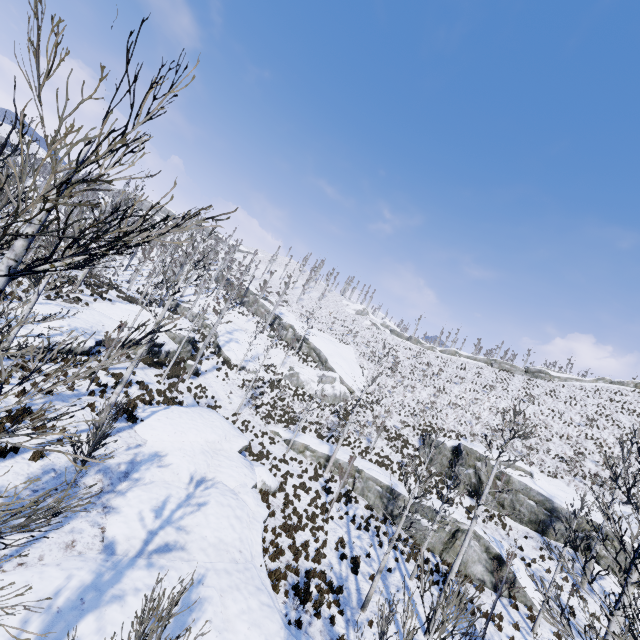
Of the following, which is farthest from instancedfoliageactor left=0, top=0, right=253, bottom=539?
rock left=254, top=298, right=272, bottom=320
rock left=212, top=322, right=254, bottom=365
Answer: rock left=254, top=298, right=272, bottom=320

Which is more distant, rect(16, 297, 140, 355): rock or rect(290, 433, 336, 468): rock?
rect(290, 433, 336, 468): rock

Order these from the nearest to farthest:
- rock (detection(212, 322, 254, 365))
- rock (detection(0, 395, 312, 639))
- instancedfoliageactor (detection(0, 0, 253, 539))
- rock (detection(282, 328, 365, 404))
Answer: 1. instancedfoliageactor (detection(0, 0, 253, 539))
2. rock (detection(0, 395, 312, 639))
3. rock (detection(212, 322, 254, 365))
4. rock (detection(282, 328, 365, 404))

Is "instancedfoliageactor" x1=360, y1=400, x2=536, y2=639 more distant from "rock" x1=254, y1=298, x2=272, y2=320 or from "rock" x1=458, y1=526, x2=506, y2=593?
"rock" x1=254, y1=298, x2=272, y2=320

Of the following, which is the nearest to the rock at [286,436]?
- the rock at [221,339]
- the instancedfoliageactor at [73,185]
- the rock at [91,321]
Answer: the instancedfoliageactor at [73,185]

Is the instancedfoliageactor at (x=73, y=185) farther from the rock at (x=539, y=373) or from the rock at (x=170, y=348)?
the rock at (x=539, y=373)

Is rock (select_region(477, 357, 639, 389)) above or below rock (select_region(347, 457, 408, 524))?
above

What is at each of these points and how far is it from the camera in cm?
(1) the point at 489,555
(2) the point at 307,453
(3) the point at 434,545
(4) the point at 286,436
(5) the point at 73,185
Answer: (1) rock, 1811
(2) rock, 2619
(3) rock, 1941
(4) rock, 2786
(5) instancedfoliageactor, 168
